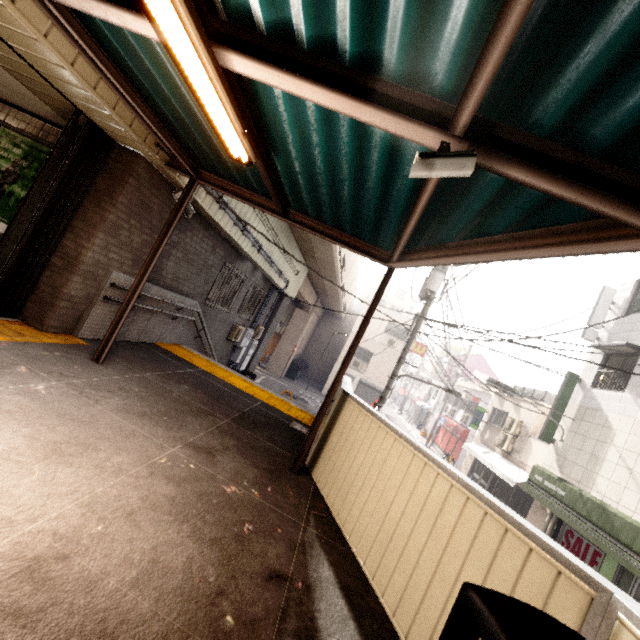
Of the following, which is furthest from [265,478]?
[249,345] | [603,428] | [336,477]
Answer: [603,428]

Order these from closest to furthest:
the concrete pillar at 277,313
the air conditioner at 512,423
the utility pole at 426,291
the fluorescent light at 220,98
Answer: the fluorescent light at 220,98, the utility pole at 426,291, the concrete pillar at 277,313, the air conditioner at 512,423

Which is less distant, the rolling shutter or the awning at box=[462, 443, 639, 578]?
the awning at box=[462, 443, 639, 578]

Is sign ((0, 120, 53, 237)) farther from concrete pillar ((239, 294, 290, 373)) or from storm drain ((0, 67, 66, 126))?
concrete pillar ((239, 294, 290, 373))

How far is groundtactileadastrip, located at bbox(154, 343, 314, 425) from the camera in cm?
692

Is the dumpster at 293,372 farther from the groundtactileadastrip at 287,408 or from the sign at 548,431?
the groundtactileadastrip at 287,408

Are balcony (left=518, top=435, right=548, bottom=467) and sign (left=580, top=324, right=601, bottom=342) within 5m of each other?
yes

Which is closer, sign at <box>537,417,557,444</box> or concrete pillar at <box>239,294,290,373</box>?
sign at <box>537,417,557,444</box>
